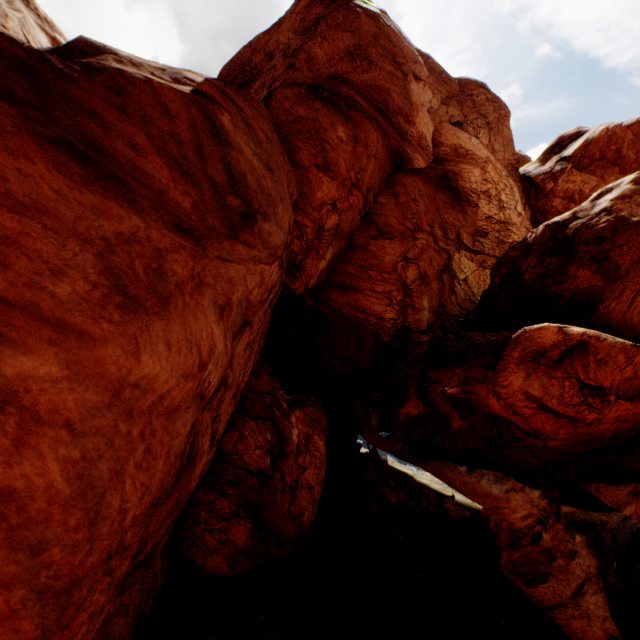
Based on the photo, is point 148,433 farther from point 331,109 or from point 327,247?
point 331,109
